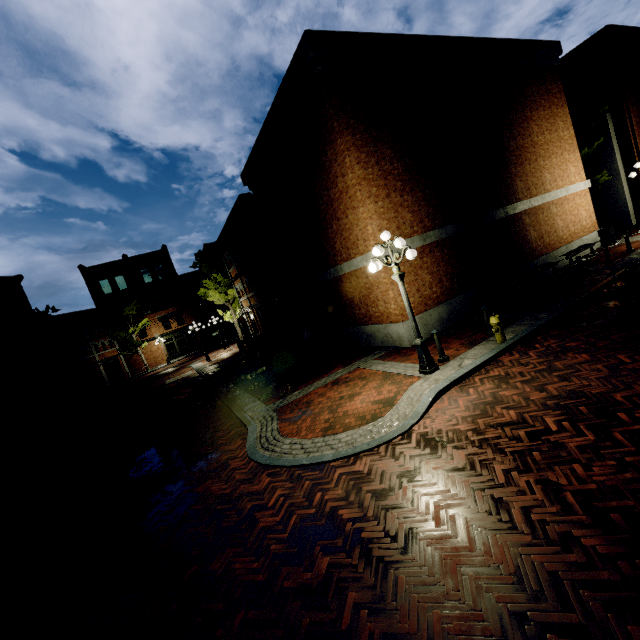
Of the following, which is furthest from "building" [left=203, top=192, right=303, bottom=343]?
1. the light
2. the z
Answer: the light

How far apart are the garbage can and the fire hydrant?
13.2 meters

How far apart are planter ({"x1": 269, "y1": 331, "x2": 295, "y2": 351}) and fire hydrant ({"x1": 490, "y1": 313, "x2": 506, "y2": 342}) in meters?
13.5

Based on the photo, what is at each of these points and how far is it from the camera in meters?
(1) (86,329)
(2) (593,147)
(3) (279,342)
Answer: (1) building, 38.7
(2) tree, 18.6
(3) planter, 19.9

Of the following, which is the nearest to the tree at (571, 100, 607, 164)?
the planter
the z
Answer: the z

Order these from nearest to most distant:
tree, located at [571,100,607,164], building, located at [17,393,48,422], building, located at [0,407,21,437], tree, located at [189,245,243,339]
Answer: tree, located at [571,100,607,164] → building, located at [0,407,21,437] → building, located at [17,393,48,422] → tree, located at [189,245,243,339]

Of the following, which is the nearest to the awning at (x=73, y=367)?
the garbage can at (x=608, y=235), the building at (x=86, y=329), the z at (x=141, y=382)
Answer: the building at (x=86, y=329)

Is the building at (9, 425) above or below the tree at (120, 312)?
below
